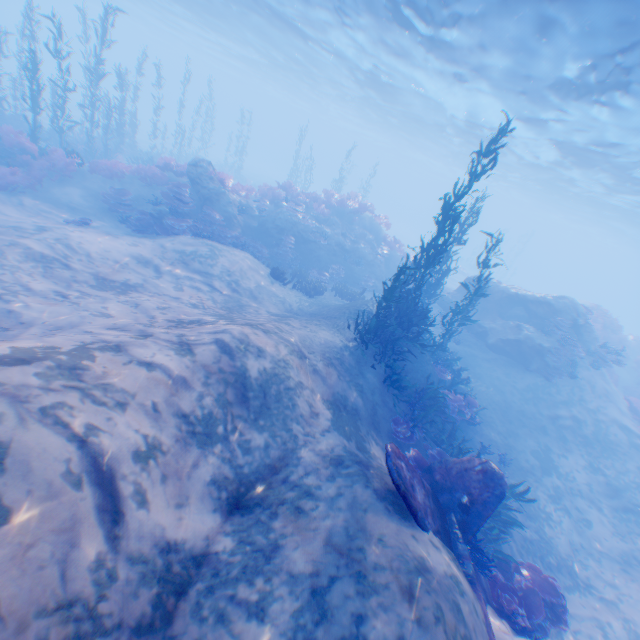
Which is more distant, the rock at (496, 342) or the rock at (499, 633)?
the rock at (496, 342)

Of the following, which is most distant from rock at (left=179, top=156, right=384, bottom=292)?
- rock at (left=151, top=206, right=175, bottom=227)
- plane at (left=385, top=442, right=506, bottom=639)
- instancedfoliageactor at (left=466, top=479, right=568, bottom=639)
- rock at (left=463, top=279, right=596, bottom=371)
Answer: instancedfoliageactor at (left=466, top=479, right=568, bottom=639)

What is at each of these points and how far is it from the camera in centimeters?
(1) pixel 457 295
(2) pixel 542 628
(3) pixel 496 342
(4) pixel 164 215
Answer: (1) rock, 2039cm
(2) instancedfoliageactor, 761cm
(3) rock, 1714cm
(4) rock, 1423cm

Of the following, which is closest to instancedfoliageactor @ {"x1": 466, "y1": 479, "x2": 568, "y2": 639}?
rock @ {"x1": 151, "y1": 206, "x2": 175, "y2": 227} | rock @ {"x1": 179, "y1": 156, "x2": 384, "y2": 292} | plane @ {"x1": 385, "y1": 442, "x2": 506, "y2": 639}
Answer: plane @ {"x1": 385, "y1": 442, "x2": 506, "y2": 639}

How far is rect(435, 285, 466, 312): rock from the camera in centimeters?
2002cm

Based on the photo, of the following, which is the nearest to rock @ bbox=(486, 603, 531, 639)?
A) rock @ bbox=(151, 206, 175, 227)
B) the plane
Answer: the plane

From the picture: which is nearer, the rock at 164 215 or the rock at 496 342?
the rock at 164 215

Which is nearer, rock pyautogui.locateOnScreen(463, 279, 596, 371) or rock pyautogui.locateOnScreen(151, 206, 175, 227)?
rock pyautogui.locateOnScreen(151, 206, 175, 227)
